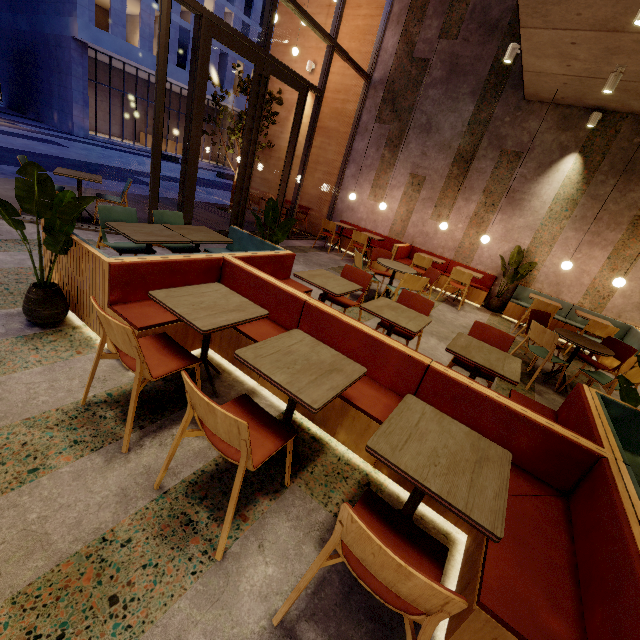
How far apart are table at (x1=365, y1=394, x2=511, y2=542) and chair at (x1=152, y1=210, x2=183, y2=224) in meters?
3.6

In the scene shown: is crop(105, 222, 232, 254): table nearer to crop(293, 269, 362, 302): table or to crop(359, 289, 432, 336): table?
crop(293, 269, 362, 302): table

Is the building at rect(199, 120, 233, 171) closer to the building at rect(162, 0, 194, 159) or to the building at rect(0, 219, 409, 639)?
the building at rect(162, 0, 194, 159)

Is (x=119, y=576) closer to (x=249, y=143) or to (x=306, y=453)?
(x=306, y=453)

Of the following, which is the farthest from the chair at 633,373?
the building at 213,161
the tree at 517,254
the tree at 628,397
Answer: the building at 213,161

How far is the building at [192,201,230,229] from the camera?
8.1 meters

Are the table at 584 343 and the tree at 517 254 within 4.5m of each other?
yes

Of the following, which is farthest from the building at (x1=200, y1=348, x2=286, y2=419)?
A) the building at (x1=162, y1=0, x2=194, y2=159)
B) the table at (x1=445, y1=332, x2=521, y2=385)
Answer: the building at (x1=162, y1=0, x2=194, y2=159)
